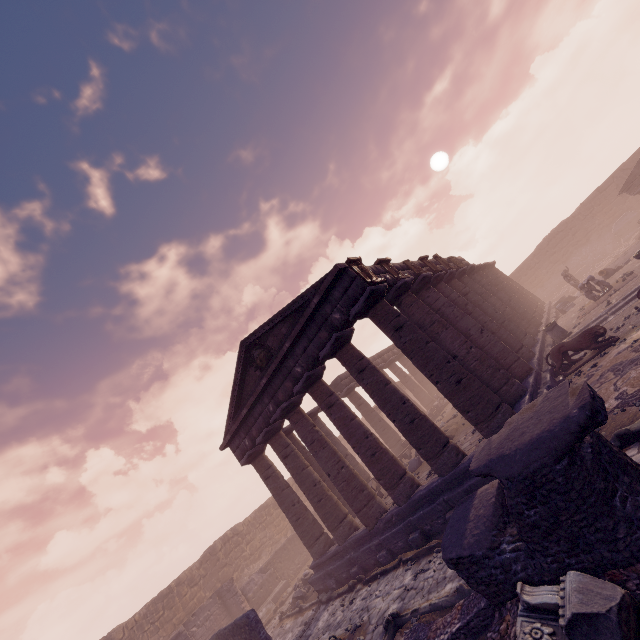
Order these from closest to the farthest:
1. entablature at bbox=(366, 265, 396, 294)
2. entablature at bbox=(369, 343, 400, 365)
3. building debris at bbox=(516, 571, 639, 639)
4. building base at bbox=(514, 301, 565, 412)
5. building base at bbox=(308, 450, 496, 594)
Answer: building debris at bbox=(516, 571, 639, 639) < building base at bbox=(308, 450, 496, 594) < building base at bbox=(514, 301, 565, 412) < entablature at bbox=(366, 265, 396, 294) < entablature at bbox=(369, 343, 400, 365)

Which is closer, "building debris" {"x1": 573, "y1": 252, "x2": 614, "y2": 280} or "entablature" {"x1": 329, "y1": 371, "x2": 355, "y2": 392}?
"entablature" {"x1": 329, "y1": 371, "x2": 355, "y2": 392}

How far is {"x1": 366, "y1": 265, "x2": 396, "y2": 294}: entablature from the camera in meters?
11.2

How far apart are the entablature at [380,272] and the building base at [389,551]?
5.3 meters

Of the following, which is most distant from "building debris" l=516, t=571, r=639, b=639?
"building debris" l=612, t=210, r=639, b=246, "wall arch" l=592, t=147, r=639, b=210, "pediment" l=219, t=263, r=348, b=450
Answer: "wall arch" l=592, t=147, r=639, b=210

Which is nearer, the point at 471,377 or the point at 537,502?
the point at 537,502

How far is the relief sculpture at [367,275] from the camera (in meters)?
10.05

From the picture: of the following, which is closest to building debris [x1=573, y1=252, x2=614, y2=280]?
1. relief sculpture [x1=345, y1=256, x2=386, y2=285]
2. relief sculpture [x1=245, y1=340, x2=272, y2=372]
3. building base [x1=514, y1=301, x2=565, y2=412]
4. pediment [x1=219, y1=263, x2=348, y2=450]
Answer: building base [x1=514, y1=301, x2=565, y2=412]
